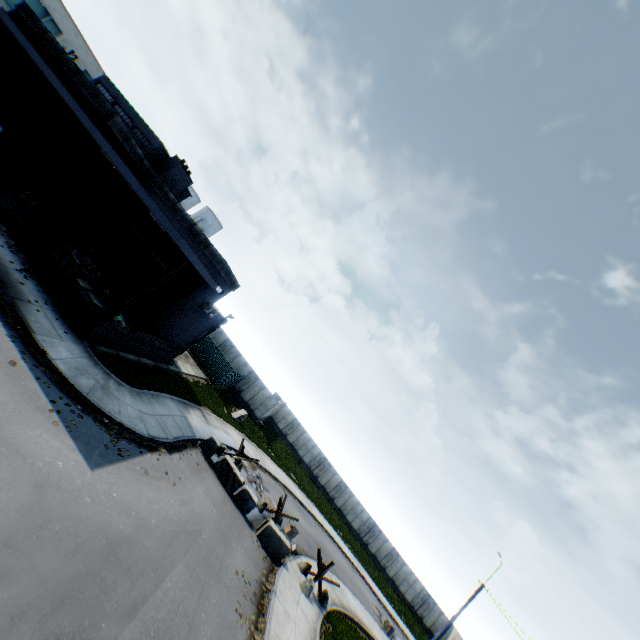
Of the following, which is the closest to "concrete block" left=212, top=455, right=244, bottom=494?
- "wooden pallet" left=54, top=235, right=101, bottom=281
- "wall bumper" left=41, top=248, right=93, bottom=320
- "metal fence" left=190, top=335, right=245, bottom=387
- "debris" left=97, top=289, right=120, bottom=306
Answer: "metal fence" left=190, top=335, right=245, bottom=387

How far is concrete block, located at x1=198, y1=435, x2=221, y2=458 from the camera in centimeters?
1744cm

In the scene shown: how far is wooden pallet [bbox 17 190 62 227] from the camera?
15.32m

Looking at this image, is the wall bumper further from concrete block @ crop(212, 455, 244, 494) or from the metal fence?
the metal fence

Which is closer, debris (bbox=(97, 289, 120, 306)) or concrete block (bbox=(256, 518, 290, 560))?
debris (bbox=(97, 289, 120, 306))

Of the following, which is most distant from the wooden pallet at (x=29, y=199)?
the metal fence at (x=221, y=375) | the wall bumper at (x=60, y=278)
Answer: the metal fence at (x=221, y=375)

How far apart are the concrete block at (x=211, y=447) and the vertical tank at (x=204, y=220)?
37.3 meters

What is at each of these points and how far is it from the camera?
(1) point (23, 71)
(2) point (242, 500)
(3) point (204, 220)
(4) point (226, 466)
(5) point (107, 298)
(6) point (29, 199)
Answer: (1) building, 16.70m
(2) concrete block, 16.67m
(3) vertical tank, 48.72m
(4) concrete block, 17.12m
(5) debris, 15.54m
(6) wooden pallet, 15.58m
